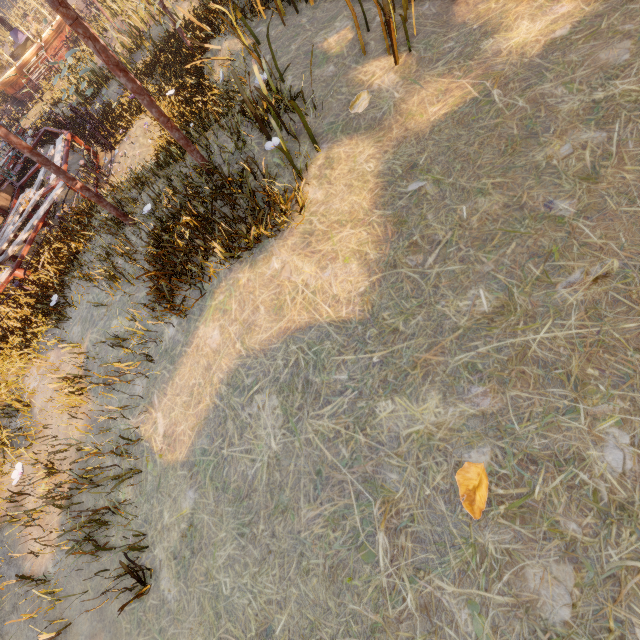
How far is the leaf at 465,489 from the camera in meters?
1.5 m

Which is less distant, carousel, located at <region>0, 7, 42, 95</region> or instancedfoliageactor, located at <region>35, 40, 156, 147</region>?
instancedfoliageactor, located at <region>35, 40, 156, 147</region>

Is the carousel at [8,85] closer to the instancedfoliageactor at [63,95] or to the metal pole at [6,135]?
the instancedfoliageactor at [63,95]

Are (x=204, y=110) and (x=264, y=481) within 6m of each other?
no

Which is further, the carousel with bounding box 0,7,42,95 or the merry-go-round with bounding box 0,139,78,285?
the carousel with bounding box 0,7,42,95

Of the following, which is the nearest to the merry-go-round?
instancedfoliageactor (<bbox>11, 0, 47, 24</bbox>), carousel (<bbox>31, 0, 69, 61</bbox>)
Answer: carousel (<bbox>31, 0, 69, 61</bbox>)

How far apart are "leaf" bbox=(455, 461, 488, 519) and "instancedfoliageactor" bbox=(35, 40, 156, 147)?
19.9 meters

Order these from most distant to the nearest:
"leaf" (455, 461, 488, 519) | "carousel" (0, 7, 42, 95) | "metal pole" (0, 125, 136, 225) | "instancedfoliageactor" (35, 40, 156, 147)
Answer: "carousel" (0, 7, 42, 95)
"instancedfoliageactor" (35, 40, 156, 147)
"metal pole" (0, 125, 136, 225)
"leaf" (455, 461, 488, 519)
